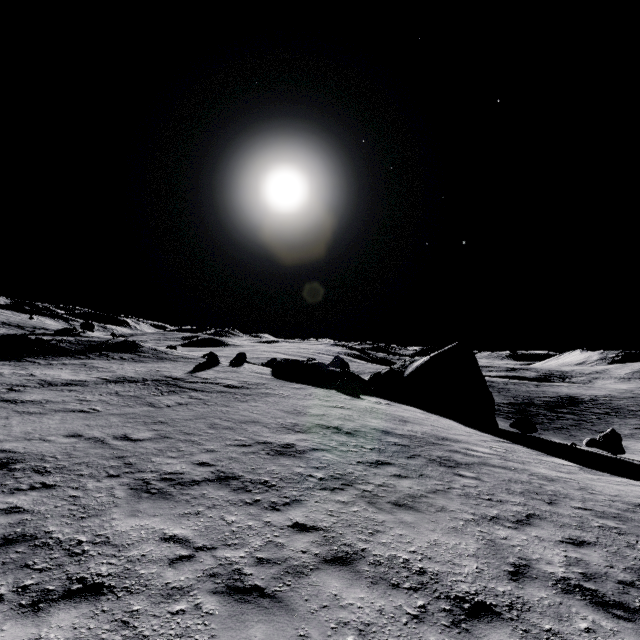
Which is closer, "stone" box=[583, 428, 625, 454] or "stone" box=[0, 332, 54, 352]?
"stone" box=[583, 428, 625, 454]

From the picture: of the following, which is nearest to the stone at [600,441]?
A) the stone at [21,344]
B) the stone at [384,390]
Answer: the stone at [384,390]

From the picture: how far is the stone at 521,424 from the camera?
21.0m

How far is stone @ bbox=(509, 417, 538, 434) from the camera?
21.0 meters

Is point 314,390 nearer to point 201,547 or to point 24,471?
point 24,471

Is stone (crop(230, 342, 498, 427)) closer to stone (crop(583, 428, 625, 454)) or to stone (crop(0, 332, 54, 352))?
stone (crop(583, 428, 625, 454))

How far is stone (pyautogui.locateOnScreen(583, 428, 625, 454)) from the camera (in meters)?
19.14

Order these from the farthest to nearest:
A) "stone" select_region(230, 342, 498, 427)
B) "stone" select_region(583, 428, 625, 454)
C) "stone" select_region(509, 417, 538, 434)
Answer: "stone" select_region(230, 342, 498, 427), "stone" select_region(509, 417, 538, 434), "stone" select_region(583, 428, 625, 454)
